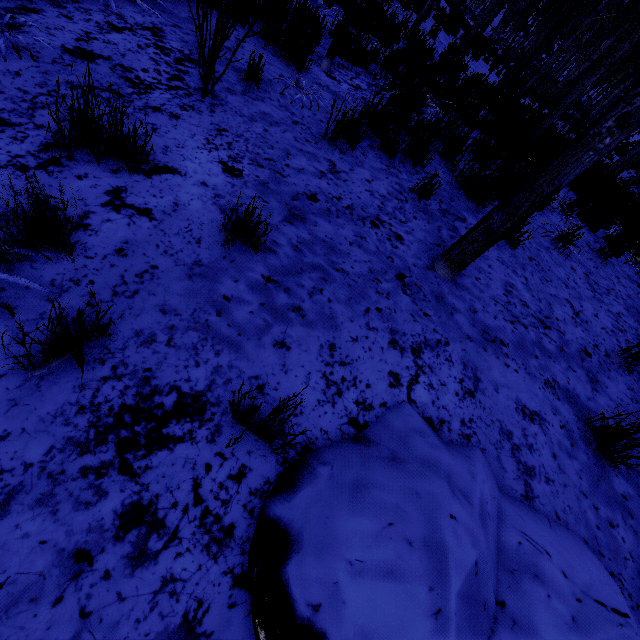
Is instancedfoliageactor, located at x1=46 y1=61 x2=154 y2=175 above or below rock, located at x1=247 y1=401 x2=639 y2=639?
below

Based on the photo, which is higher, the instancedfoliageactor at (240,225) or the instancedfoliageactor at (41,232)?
the instancedfoliageactor at (240,225)

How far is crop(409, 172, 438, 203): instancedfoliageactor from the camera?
3.3m

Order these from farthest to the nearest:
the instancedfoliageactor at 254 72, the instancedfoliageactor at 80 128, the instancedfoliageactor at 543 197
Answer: the instancedfoliageactor at 254 72, the instancedfoliageactor at 543 197, the instancedfoliageactor at 80 128

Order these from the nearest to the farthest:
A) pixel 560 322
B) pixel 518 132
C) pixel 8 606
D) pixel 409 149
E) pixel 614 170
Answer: pixel 8 606, pixel 560 322, pixel 409 149, pixel 518 132, pixel 614 170

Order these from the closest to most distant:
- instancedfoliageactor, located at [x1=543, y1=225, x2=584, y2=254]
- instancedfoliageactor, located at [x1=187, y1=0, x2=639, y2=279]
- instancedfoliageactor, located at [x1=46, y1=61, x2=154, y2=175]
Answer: instancedfoliageactor, located at [x1=46, y1=61, x2=154, y2=175] → instancedfoliageactor, located at [x1=187, y1=0, x2=639, y2=279] → instancedfoliageactor, located at [x1=543, y1=225, x2=584, y2=254]

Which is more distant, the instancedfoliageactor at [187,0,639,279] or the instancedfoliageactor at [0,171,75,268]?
the instancedfoliageactor at [187,0,639,279]
